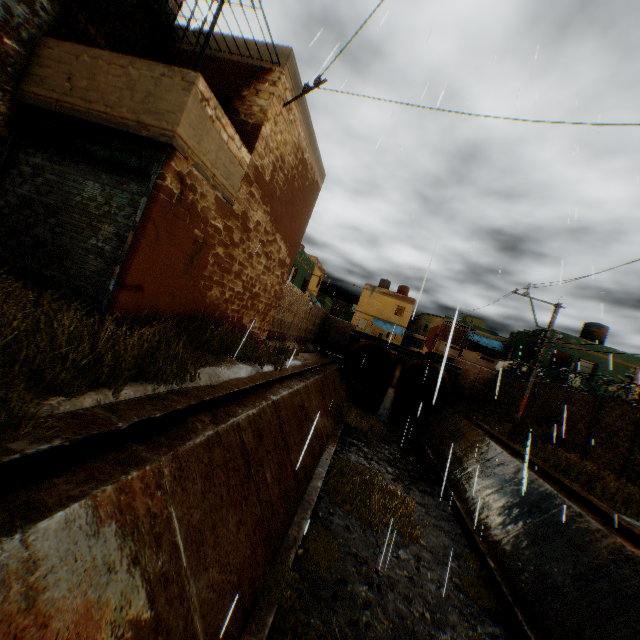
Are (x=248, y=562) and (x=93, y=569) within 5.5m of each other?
yes

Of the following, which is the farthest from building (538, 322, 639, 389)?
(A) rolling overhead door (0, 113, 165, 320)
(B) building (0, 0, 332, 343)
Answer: (A) rolling overhead door (0, 113, 165, 320)

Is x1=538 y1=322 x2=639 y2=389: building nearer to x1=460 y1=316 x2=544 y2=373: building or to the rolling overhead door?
x1=460 y1=316 x2=544 y2=373: building

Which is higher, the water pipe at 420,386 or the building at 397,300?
the building at 397,300

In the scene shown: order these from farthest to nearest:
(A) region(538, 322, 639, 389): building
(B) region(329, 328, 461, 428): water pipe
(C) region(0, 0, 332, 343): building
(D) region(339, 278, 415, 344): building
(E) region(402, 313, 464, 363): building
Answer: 1. (D) region(339, 278, 415, 344): building
2. (E) region(402, 313, 464, 363): building
3. (A) region(538, 322, 639, 389): building
4. (B) region(329, 328, 461, 428): water pipe
5. (C) region(0, 0, 332, 343): building

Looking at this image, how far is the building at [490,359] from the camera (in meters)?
26.22

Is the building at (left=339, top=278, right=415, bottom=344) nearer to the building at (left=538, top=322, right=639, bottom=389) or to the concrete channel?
the concrete channel

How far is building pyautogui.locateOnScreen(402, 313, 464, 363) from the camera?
36.3 meters
